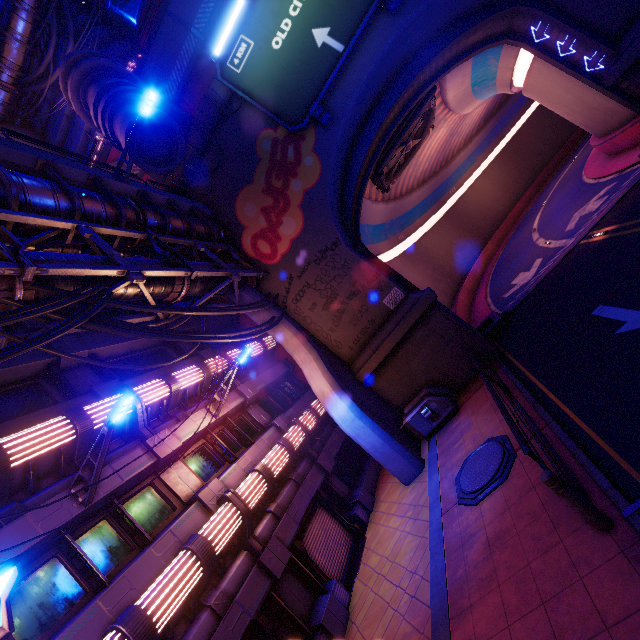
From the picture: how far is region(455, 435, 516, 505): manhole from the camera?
7.69m

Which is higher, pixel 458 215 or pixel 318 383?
pixel 458 215

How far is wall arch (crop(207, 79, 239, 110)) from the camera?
16.0m

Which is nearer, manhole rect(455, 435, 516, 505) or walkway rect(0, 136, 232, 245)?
manhole rect(455, 435, 516, 505)

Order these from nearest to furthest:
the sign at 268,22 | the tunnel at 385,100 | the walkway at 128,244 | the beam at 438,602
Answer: the beam at 438,602 < the walkway at 128,244 < the sign at 268,22 < the tunnel at 385,100

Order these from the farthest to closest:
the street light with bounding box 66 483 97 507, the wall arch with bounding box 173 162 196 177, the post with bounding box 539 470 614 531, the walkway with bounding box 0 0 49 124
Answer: the walkway with bounding box 0 0 49 124, the wall arch with bounding box 173 162 196 177, the street light with bounding box 66 483 97 507, the post with bounding box 539 470 614 531

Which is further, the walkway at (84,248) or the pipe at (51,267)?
the walkway at (84,248)

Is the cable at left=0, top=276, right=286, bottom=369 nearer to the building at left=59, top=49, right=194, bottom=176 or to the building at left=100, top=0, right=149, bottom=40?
the building at left=59, top=49, right=194, bottom=176
